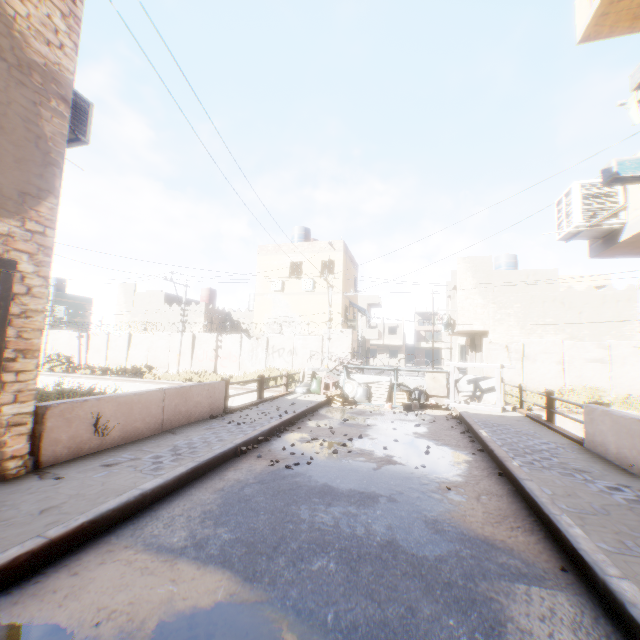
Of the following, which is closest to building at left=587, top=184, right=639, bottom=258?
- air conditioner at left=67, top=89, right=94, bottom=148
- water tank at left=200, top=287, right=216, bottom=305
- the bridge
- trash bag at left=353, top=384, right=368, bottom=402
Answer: air conditioner at left=67, top=89, right=94, bottom=148

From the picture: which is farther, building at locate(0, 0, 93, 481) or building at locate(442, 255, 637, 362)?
building at locate(442, 255, 637, 362)

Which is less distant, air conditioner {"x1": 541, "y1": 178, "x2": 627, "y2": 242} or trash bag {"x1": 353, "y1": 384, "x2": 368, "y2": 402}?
air conditioner {"x1": 541, "y1": 178, "x2": 627, "y2": 242}

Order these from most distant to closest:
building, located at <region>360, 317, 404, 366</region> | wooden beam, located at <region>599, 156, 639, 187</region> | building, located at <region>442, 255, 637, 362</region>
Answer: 1. building, located at <region>360, 317, 404, 366</region>
2. building, located at <region>442, 255, 637, 362</region>
3. wooden beam, located at <region>599, 156, 639, 187</region>

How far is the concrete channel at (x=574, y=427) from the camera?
14.11m

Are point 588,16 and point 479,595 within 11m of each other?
yes

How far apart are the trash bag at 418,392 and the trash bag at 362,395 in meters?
0.9

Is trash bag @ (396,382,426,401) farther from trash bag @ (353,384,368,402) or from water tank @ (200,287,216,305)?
water tank @ (200,287,216,305)
